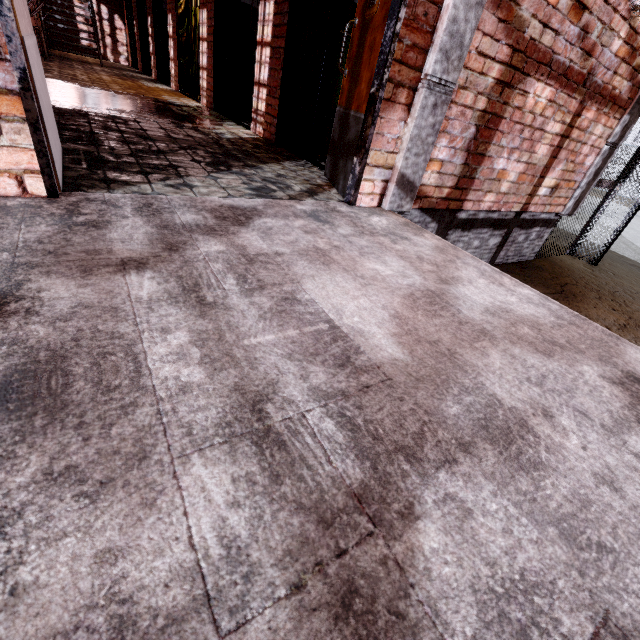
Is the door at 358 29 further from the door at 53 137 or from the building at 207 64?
the door at 53 137

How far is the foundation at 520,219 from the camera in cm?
362

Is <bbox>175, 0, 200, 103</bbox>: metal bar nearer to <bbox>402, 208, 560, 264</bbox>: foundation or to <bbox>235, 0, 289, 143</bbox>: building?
<bbox>235, 0, 289, 143</bbox>: building

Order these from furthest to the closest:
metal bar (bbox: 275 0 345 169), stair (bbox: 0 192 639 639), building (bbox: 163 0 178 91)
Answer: building (bbox: 163 0 178 91) < metal bar (bbox: 275 0 345 169) < stair (bbox: 0 192 639 639)

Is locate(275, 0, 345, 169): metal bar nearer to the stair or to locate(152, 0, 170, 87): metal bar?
the stair

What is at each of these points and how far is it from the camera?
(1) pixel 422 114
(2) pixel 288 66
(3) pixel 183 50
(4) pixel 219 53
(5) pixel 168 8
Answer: (1) trim, 2.49m
(2) metal bar, 4.18m
(3) metal bar, 7.66m
(4) metal bar, 5.93m
(5) building, 8.05m

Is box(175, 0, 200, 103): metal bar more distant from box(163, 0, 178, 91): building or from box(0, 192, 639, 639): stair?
box(0, 192, 639, 639): stair

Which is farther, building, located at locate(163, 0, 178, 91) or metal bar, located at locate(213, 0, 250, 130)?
building, located at locate(163, 0, 178, 91)
